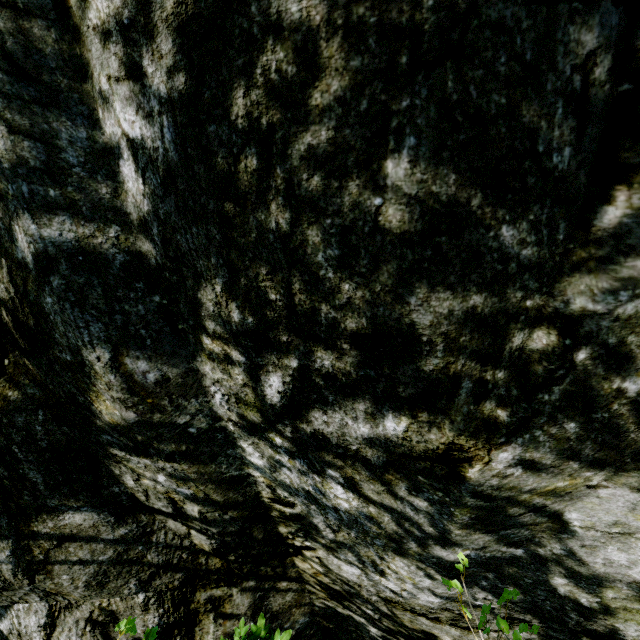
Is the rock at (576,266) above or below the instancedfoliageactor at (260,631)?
above

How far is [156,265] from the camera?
1.2m

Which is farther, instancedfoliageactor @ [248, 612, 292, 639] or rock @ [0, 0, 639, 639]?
instancedfoliageactor @ [248, 612, 292, 639]

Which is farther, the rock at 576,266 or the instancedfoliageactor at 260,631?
the instancedfoliageactor at 260,631

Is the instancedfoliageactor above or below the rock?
below
